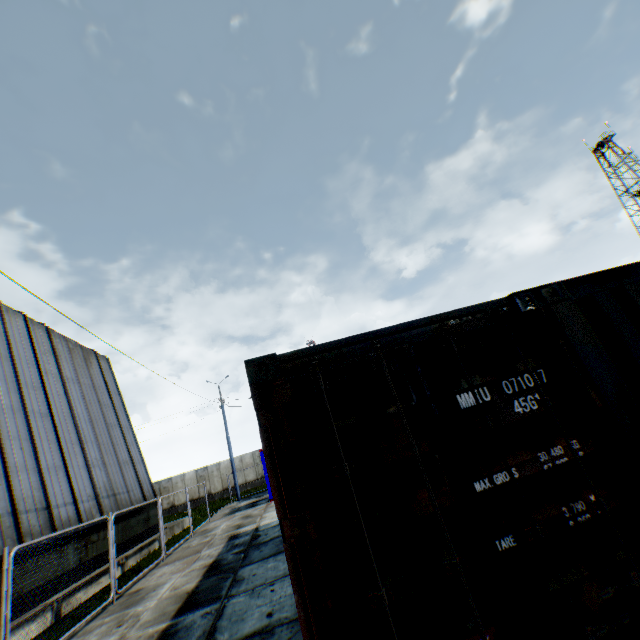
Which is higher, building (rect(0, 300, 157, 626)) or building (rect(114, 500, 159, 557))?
building (rect(0, 300, 157, 626))

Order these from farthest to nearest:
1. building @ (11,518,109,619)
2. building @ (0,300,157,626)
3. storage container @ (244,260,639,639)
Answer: building @ (0,300,157,626), building @ (11,518,109,619), storage container @ (244,260,639,639)

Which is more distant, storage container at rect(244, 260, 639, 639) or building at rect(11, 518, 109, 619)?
building at rect(11, 518, 109, 619)

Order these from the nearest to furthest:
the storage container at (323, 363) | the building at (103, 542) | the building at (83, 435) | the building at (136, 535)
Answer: the storage container at (323, 363) → the building at (103, 542) → the building at (83, 435) → the building at (136, 535)

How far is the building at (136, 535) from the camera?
13.9 meters

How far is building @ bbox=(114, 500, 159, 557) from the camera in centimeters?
1391cm

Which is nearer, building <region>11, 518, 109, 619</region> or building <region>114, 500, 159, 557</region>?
building <region>11, 518, 109, 619</region>

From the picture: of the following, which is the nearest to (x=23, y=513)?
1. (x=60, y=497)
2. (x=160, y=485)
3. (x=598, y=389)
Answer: (x=60, y=497)
